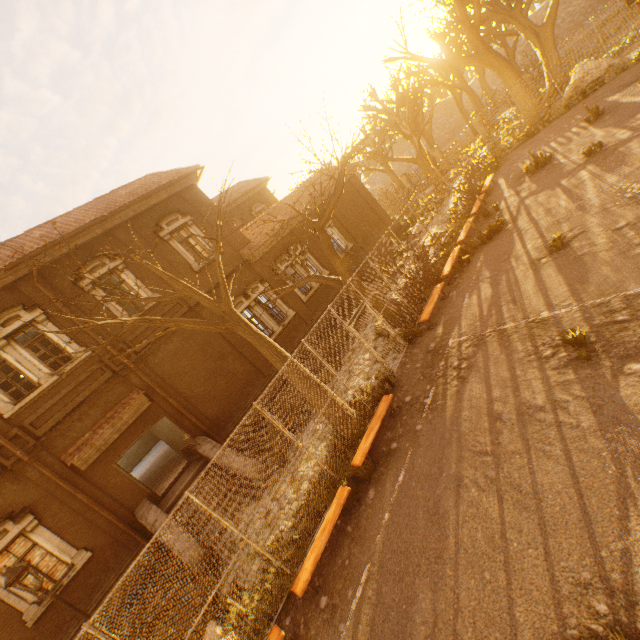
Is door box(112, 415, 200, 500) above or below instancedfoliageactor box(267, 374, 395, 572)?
above

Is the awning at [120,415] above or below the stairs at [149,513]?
above

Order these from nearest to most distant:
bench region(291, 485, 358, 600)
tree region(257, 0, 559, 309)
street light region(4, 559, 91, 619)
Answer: bench region(291, 485, 358, 600)
street light region(4, 559, 91, 619)
tree region(257, 0, 559, 309)

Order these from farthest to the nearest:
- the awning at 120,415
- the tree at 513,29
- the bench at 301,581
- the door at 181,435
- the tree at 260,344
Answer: the door at 181,435, the awning at 120,415, the tree at 513,29, the tree at 260,344, the bench at 301,581

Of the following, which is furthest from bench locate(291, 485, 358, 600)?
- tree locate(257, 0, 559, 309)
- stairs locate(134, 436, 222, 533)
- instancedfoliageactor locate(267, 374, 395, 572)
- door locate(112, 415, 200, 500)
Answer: door locate(112, 415, 200, 500)

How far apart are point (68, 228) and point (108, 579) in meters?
12.7 m

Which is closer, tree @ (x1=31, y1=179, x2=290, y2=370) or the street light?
tree @ (x1=31, y1=179, x2=290, y2=370)

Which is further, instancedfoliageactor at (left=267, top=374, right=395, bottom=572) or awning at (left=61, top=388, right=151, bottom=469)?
awning at (left=61, top=388, right=151, bottom=469)
